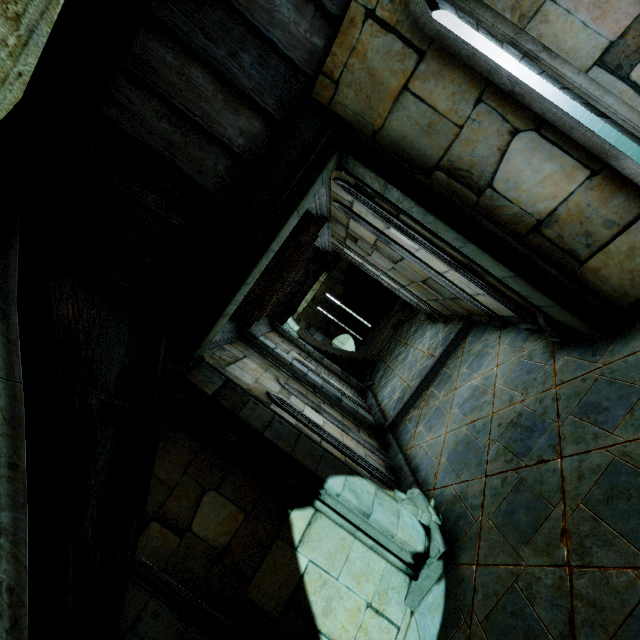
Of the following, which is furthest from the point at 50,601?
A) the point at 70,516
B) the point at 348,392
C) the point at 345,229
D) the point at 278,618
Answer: the point at 348,392

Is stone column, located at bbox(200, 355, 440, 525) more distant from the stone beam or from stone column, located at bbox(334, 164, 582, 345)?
stone column, located at bbox(334, 164, 582, 345)

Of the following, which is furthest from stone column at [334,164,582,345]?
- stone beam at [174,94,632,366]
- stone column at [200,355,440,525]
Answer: stone column at [200,355,440,525]

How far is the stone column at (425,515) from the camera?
3.95m

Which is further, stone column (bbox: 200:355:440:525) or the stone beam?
stone column (bbox: 200:355:440:525)

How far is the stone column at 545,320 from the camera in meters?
3.9

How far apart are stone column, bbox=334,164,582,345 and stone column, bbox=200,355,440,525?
2.6 meters
